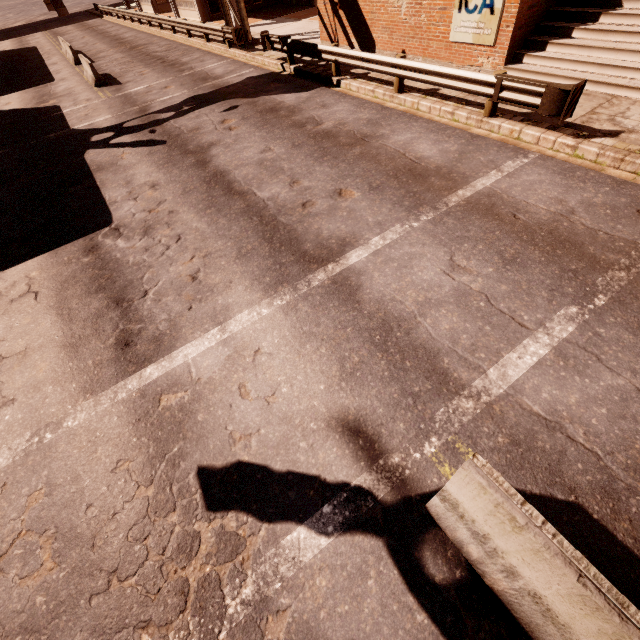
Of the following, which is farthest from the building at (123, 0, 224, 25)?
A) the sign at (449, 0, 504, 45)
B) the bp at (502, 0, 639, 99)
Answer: the bp at (502, 0, 639, 99)

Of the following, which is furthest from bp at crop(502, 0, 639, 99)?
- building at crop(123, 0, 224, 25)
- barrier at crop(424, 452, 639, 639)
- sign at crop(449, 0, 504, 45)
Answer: building at crop(123, 0, 224, 25)

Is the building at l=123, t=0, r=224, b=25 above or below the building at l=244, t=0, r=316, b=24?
above

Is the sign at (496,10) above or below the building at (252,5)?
above

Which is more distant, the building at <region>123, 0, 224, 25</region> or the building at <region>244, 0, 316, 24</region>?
the building at <region>123, 0, 224, 25</region>

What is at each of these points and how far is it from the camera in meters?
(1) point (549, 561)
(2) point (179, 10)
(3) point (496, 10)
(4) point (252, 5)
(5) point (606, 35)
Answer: (1) barrier, 2.3 m
(2) building, 29.7 m
(3) sign, 9.8 m
(4) building, 27.9 m
(5) bp, 9.0 m

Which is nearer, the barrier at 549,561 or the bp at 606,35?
the barrier at 549,561

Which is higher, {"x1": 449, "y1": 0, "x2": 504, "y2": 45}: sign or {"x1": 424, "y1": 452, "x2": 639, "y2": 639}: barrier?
{"x1": 449, "y1": 0, "x2": 504, "y2": 45}: sign
